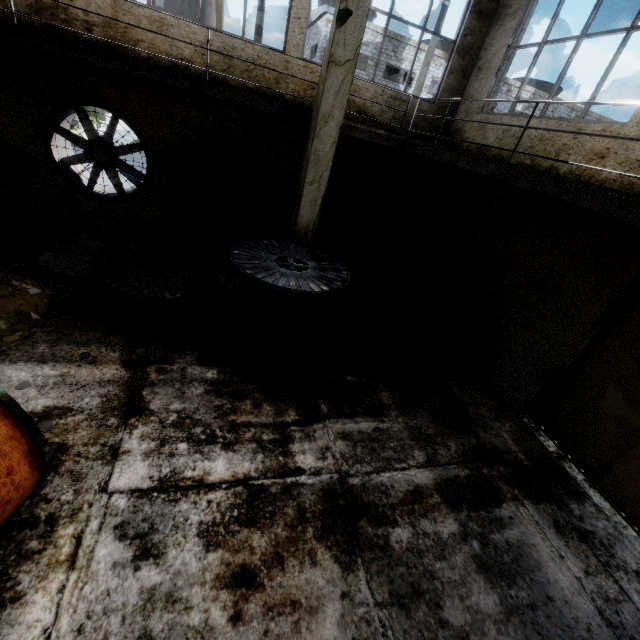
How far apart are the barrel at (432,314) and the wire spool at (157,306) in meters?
4.9

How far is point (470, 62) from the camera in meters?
8.2

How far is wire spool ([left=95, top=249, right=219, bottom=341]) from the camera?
5.5m

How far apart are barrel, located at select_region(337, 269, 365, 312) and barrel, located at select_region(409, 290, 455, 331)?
1.39m

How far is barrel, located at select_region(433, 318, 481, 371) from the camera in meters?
6.7 m

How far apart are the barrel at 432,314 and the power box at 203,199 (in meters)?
5.07

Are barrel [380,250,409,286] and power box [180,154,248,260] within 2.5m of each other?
no

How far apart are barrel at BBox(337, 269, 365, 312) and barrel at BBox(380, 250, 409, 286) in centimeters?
220cm
